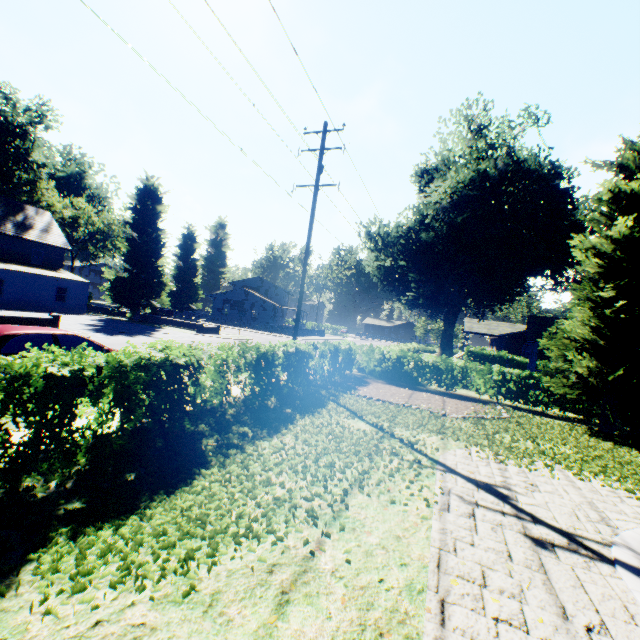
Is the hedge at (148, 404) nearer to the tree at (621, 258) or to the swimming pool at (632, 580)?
the tree at (621, 258)

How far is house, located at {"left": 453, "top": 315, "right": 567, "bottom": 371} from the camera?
23.6m

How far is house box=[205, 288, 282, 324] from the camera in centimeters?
5556cm

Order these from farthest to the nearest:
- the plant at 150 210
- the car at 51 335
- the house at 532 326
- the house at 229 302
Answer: the house at 229 302, the plant at 150 210, the house at 532 326, the car at 51 335

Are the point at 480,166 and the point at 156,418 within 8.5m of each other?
no

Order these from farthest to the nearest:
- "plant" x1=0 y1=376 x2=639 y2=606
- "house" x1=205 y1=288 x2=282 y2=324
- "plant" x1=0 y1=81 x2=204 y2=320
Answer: "house" x1=205 y1=288 x2=282 y2=324
"plant" x1=0 y1=81 x2=204 y2=320
"plant" x1=0 y1=376 x2=639 y2=606

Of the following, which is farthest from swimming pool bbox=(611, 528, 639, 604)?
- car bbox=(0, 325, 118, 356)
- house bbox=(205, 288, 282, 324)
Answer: house bbox=(205, 288, 282, 324)

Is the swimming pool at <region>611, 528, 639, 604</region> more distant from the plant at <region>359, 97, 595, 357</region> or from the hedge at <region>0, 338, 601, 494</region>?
the hedge at <region>0, 338, 601, 494</region>
